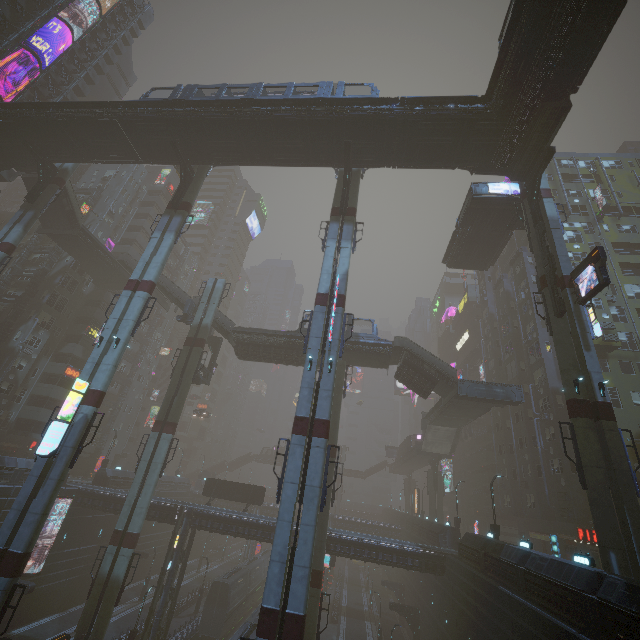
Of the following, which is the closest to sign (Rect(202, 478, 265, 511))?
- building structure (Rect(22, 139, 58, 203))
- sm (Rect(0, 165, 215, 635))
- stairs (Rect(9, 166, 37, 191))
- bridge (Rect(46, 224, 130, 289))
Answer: sm (Rect(0, 165, 215, 635))

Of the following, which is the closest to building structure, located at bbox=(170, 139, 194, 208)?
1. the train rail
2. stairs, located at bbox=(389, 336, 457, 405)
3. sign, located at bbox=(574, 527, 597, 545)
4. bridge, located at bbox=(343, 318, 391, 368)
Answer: bridge, located at bbox=(343, 318, 391, 368)

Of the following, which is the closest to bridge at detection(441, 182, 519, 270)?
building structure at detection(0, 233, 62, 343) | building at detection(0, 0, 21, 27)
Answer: building at detection(0, 0, 21, 27)

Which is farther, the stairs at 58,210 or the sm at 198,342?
the stairs at 58,210

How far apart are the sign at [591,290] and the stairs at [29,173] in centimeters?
4900cm

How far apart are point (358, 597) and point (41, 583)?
48.5m

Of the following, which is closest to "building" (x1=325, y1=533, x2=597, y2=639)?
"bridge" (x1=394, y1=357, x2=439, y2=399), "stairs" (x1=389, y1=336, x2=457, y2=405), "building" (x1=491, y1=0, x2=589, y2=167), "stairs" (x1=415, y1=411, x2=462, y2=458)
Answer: "stairs" (x1=415, y1=411, x2=462, y2=458)

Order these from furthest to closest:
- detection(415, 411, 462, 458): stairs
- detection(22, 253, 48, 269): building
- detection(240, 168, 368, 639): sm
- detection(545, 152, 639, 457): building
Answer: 1. detection(415, 411, 462, 458): stairs
2. detection(22, 253, 48, 269): building
3. detection(545, 152, 639, 457): building
4. detection(240, 168, 368, 639): sm
